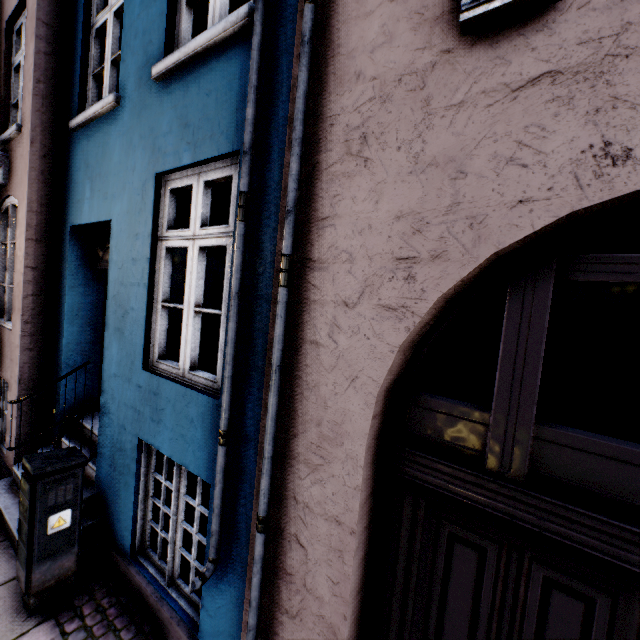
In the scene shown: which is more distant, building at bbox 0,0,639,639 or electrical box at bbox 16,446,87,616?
electrical box at bbox 16,446,87,616

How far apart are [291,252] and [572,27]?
1.4m

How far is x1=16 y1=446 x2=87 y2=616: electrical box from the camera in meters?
2.6 m

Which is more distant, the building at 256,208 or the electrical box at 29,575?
the electrical box at 29,575

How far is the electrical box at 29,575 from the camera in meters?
2.6 m
